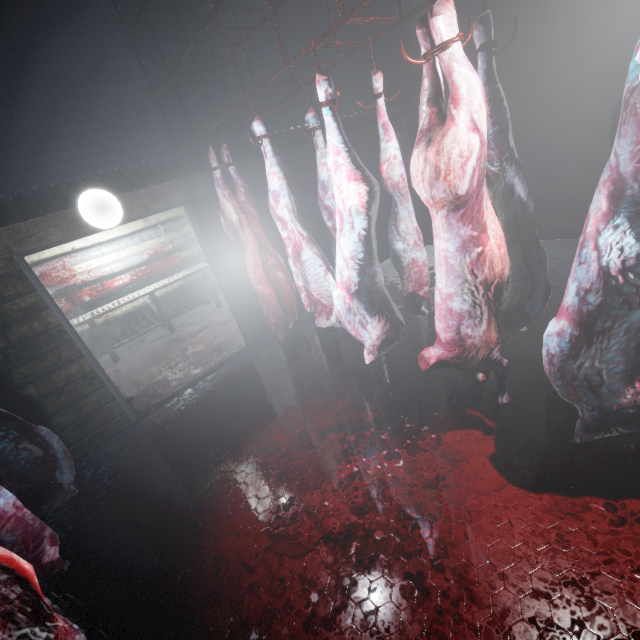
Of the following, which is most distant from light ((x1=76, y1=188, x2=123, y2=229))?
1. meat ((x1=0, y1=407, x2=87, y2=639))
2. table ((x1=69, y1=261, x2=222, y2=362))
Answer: table ((x1=69, y1=261, x2=222, y2=362))

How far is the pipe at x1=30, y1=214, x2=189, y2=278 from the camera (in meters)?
5.15

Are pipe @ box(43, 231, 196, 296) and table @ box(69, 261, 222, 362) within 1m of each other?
yes

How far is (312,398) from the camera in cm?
298

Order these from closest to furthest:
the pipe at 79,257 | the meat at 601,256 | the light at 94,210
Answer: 1. the meat at 601,256
2. the light at 94,210
3. the pipe at 79,257

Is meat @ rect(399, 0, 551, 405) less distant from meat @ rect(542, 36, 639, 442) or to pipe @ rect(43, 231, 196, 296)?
meat @ rect(542, 36, 639, 442)

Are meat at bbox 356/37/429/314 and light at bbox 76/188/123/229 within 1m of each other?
no

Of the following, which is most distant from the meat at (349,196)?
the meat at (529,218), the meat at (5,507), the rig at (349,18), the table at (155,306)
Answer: the table at (155,306)
